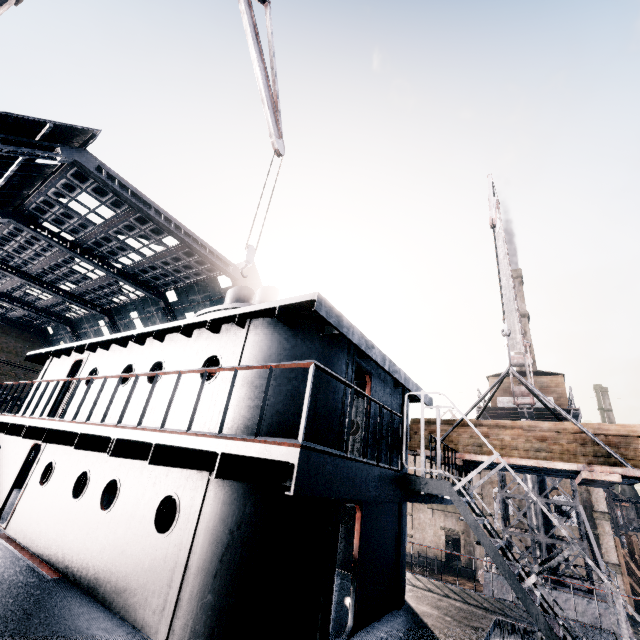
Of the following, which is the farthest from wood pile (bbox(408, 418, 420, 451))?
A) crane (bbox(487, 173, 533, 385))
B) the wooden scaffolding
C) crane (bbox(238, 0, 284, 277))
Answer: the wooden scaffolding

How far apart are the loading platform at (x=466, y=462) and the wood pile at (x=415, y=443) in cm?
1

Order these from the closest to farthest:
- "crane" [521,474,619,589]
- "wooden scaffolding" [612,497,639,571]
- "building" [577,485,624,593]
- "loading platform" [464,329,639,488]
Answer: "loading platform" [464,329,639,488], "crane" [521,474,619,589], "building" [577,485,624,593], "wooden scaffolding" [612,497,639,571]

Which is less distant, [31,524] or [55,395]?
[31,524]

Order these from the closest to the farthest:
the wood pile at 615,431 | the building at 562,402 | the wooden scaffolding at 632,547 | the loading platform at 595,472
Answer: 1. the loading platform at 595,472
2. the wood pile at 615,431
3. the building at 562,402
4. the wooden scaffolding at 632,547

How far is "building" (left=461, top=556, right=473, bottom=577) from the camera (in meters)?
37.31

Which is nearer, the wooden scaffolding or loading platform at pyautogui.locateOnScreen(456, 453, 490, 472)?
loading platform at pyautogui.locateOnScreen(456, 453, 490, 472)

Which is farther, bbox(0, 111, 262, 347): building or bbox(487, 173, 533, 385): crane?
bbox(0, 111, 262, 347): building
